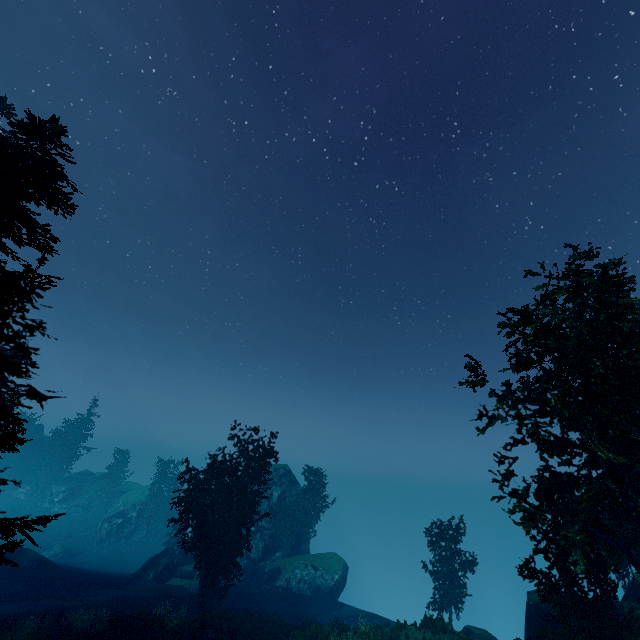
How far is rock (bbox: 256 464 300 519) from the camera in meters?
42.1

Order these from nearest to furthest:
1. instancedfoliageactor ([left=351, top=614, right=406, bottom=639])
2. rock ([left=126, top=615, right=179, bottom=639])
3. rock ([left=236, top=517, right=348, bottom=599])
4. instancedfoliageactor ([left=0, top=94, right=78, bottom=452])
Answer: instancedfoliageactor ([left=0, top=94, right=78, bottom=452]), rock ([left=126, top=615, right=179, bottom=639]), instancedfoliageactor ([left=351, top=614, right=406, bottom=639]), rock ([left=236, top=517, right=348, bottom=599])

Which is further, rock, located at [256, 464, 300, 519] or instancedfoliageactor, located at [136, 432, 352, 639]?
rock, located at [256, 464, 300, 519]

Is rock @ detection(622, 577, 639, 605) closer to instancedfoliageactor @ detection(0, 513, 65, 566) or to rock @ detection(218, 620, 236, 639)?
instancedfoliageactor @ detection(0, 513, 65, 566)

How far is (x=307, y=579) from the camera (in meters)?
35.88

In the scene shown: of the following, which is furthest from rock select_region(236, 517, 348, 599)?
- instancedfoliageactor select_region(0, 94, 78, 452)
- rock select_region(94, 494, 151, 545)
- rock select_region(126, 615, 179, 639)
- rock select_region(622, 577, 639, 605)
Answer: rock select_region(622, 577, 639, 605)

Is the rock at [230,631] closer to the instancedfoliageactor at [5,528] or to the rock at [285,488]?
the instancedfoliageactor at [5,528]

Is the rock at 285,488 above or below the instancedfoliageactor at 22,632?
above
